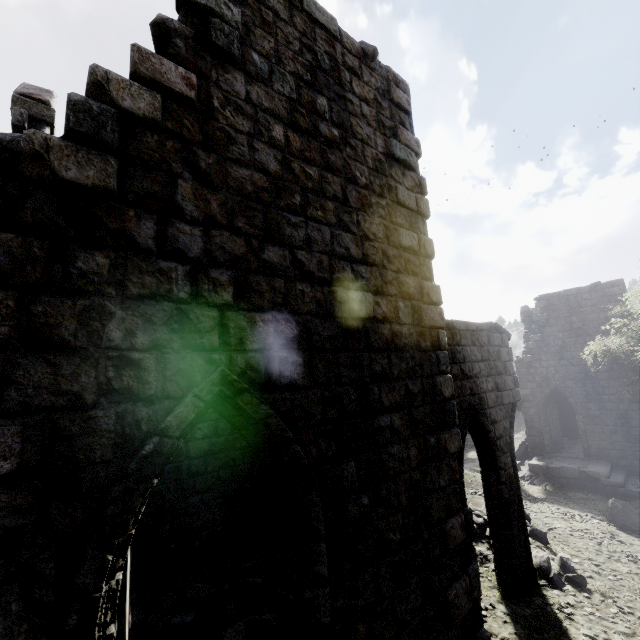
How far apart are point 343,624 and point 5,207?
4.8 meters

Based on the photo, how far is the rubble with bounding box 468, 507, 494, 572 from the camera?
9.0 meters

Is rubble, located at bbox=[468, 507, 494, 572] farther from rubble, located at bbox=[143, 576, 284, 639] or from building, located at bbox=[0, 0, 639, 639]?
rubble, located at bbox=[143, 576, 284, 639]

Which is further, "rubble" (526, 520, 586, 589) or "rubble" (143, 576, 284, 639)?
"rubble" (526, 520, 586, 589)

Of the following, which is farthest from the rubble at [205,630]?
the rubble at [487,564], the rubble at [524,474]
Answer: the rubble at [524,474]

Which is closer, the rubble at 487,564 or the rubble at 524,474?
the rubble at 487,564

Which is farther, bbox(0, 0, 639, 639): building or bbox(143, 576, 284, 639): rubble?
bbox(143, 576, 284, 639): rubble

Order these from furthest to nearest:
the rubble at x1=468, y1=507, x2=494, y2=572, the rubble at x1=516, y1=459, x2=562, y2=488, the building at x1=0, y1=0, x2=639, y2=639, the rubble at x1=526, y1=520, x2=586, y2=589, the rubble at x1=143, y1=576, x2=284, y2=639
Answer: the rubble at x1=516, y1=459, x2=562, y2=488, the rubble at x1=468, y1=507, x2=494, y2=572, the rubble at x1=526, y1=520, x2=586, y2=589, the rubble at x1=143, y1=576, x2=284, y2=639, the building at x1=0, y1=0, x2=639, y2=639
